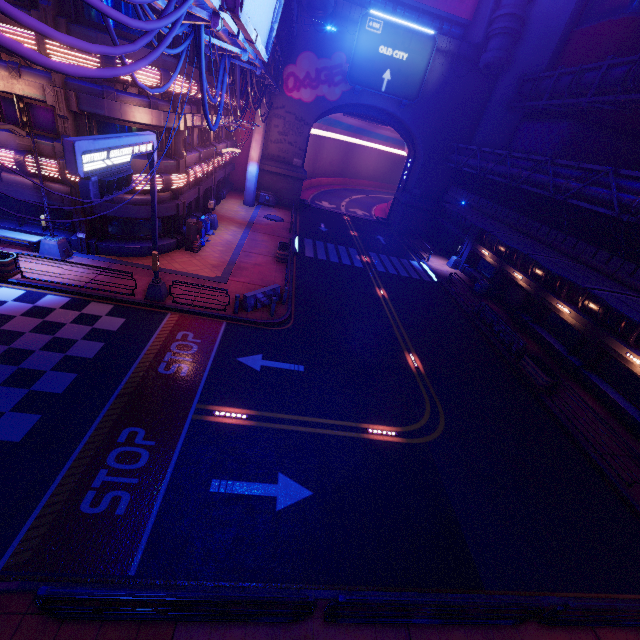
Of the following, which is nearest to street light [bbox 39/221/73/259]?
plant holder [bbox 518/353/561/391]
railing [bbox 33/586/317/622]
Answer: railing [bbox 33/586/317/622]

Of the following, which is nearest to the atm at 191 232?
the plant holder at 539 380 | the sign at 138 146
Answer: the sign at 138 146

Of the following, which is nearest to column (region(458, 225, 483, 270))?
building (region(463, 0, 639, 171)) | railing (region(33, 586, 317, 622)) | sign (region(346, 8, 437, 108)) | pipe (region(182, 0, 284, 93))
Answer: building (region(463, 0, 639, 171))

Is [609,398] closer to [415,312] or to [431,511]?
[415,312]

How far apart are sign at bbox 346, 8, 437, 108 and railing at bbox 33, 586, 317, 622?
38.19m

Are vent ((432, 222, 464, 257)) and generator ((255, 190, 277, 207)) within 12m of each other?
no

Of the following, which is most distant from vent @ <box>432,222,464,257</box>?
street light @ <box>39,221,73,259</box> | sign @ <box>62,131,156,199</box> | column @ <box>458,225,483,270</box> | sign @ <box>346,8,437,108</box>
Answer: street light @ <box>39,221,73,259</box>

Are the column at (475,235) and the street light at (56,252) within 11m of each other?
no
